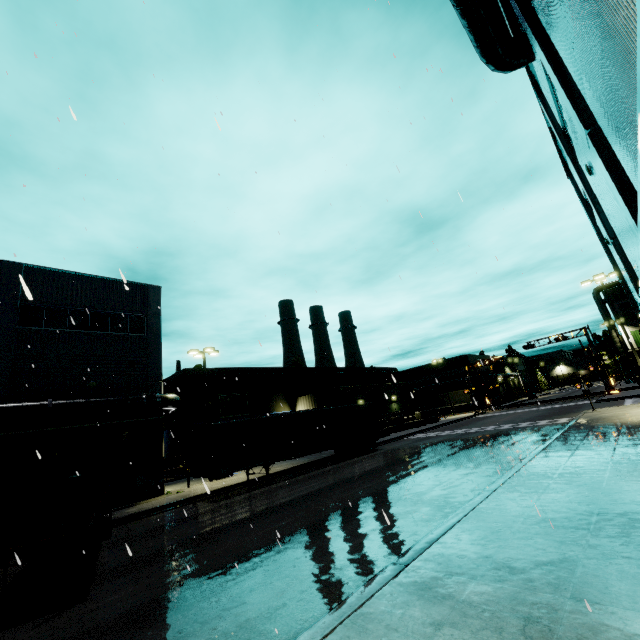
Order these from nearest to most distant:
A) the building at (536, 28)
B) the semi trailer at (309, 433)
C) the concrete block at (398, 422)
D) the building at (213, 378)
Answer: the building at (536, 28)
the semi trailer at (309, 433)
the concrete block at (398, 422)
the building at (213, 378)

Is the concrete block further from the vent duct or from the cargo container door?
the cargo container door

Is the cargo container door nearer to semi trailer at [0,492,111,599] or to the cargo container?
semi trailer at [0,492,111,599]

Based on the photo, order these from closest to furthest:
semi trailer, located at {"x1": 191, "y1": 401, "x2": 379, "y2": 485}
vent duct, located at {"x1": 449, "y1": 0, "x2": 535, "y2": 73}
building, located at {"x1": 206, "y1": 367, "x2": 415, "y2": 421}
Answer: vent duct, located at {"x1": 449, "y1": 0, "x2": 535, "y2": 73} → semi trailer, located at {"x1": 191, "y1": 401, "x2": 379, "y2": 485} → building, located at {"x1": 206, "y1": 367, "x2": 415, "y2": 421}

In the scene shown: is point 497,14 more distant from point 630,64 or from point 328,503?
point 328,503

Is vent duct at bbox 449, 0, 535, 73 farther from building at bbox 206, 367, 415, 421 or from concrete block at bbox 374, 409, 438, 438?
concrete block at bbox 374, 409, 438, 438

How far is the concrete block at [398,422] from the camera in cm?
3668

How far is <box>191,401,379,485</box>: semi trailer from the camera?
17.80m
